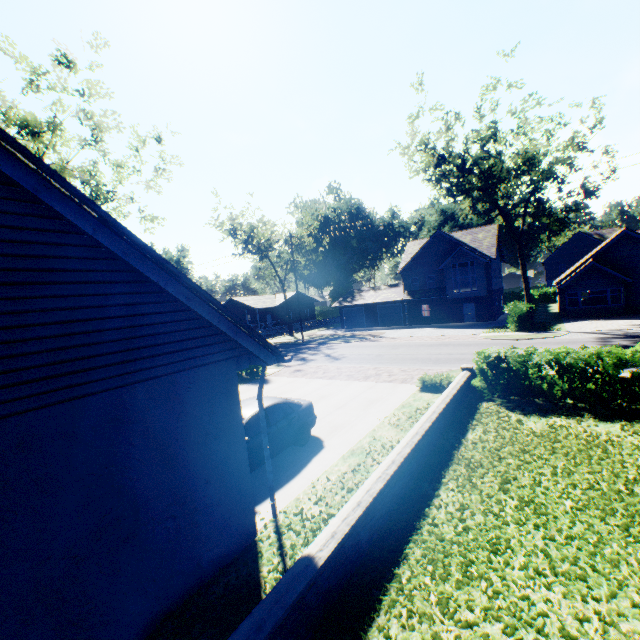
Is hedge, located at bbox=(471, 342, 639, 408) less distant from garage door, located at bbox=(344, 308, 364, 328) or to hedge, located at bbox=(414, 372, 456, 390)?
hedge, located at bbox=(414, 372, 456, 390)

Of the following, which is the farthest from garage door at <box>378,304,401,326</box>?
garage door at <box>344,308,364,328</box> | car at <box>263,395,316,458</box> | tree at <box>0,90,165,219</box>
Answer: car at <box>263,395,316,458</box>

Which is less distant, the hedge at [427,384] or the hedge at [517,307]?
the hedge at [427,384]

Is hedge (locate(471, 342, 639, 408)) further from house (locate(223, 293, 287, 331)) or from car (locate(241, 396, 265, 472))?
house (locate(223, 293, 287, 331))

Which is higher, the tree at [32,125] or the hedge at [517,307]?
the tree at [32,125]

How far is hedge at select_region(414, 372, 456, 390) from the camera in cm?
1345

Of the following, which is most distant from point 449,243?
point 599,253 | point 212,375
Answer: point 212,375

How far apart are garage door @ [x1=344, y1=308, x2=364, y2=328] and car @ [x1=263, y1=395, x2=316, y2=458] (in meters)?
34.43
